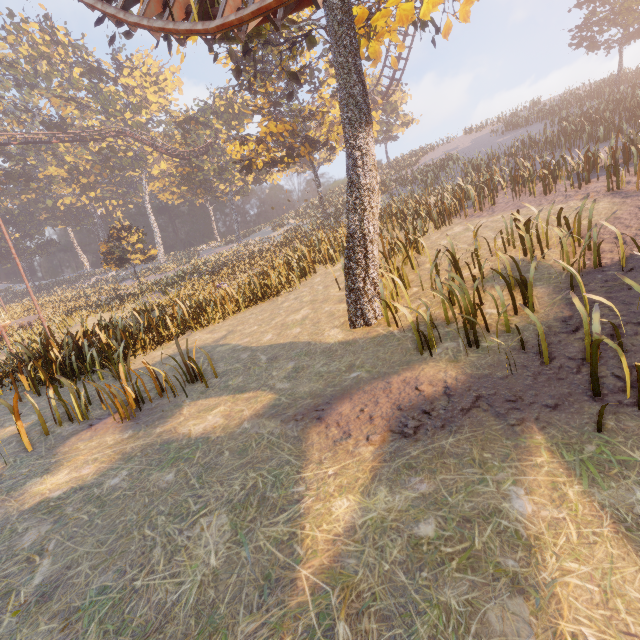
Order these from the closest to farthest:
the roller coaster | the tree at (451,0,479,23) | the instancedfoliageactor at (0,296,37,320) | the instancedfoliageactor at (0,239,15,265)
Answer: the roller coaster → the tree at (451,0,479,23) → the instancedfoliageactor at (0,296,37,320) → the instancedfoliageactor at (0,239,15,265)

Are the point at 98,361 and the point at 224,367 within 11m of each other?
yes

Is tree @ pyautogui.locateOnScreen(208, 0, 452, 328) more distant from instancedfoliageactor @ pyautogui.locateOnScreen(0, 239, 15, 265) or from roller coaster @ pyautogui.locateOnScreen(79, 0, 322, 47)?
instancedfoliageactor @ pyautogui.locateOnScreen(0, 239, 15, 265)

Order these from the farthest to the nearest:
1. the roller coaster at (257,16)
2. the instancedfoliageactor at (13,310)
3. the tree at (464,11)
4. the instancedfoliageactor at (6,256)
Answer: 1. the instancedfoliageactor at (6,256)
2. the instancedfoliageactor at (13,310)
3. the tree at (464,11)
4. the roller coaster at (257,16)

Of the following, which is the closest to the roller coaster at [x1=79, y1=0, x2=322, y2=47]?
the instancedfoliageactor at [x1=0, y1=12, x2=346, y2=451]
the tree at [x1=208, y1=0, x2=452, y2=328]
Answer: the tree at [x1=208, y1=0, x2=452, y2=328]

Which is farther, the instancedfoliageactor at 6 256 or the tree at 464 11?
the instancedfoliageactor at 6 256
